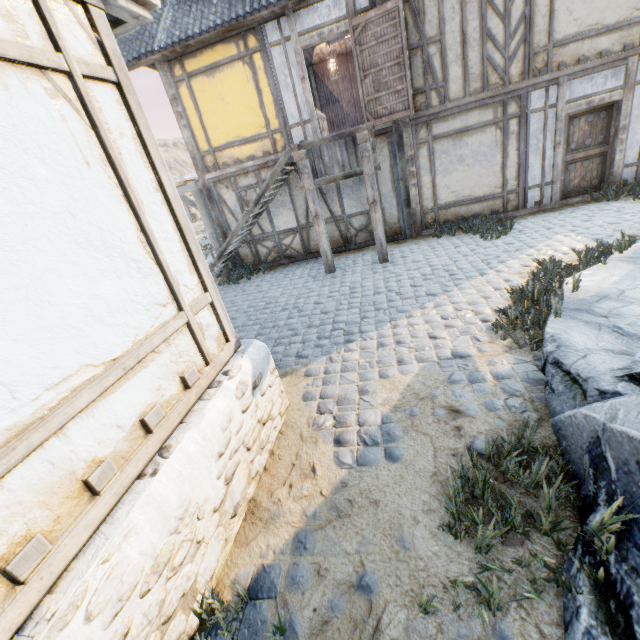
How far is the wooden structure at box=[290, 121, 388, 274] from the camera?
6.9m

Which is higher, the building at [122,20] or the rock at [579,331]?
the building at [122,20]

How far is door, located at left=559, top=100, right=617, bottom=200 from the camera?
7.7 meters

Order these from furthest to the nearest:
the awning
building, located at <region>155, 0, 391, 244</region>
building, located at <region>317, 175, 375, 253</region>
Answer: the awning < building, located at <region>317, 175, 375, 253</region> < building, located at <region>155, 0, 391, 244</region>

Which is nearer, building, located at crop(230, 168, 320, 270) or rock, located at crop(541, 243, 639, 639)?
rock, located at crop(541, 243, 639, 639)

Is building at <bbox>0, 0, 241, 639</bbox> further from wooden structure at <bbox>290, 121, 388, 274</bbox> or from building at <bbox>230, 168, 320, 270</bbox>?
building at <bbox>230, 168, 320, 270</bbox>

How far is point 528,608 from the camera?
1.8 meters

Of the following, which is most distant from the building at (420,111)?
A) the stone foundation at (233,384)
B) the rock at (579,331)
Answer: the stone foundation at (233,384)
